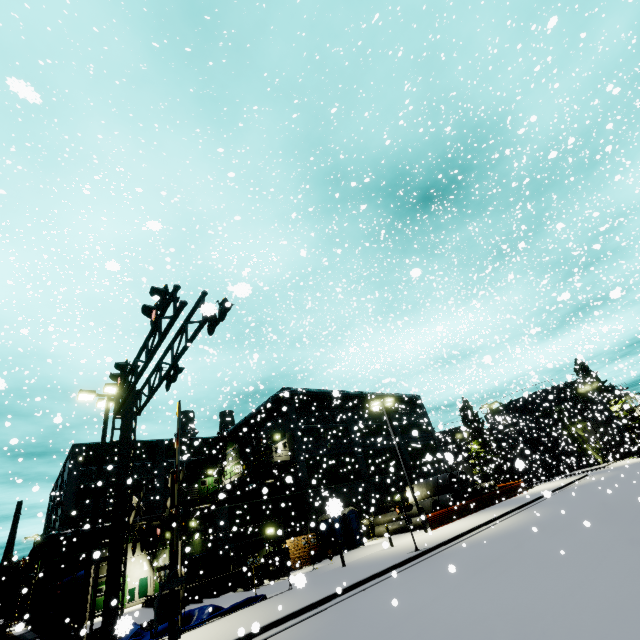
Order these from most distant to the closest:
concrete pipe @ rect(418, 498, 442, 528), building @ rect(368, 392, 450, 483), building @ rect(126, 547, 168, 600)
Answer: building @ rect(368, 392, 450, 483) < building @ rect(126, 547, 168, 600) < concrete pipe @ rect(418, 498, 442, 528)

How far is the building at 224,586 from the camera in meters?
21.3

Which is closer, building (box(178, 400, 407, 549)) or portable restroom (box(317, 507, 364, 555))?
building (box(178, 400, 407, 549))

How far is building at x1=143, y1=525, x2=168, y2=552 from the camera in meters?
30.6

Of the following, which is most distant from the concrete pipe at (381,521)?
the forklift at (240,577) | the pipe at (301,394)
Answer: the pipe at (301,394)

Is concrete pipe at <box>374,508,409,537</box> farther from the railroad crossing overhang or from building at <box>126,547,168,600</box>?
the railroad crossing overhang

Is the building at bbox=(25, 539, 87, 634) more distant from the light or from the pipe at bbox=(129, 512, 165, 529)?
the light

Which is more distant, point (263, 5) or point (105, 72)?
point (105, 72)
